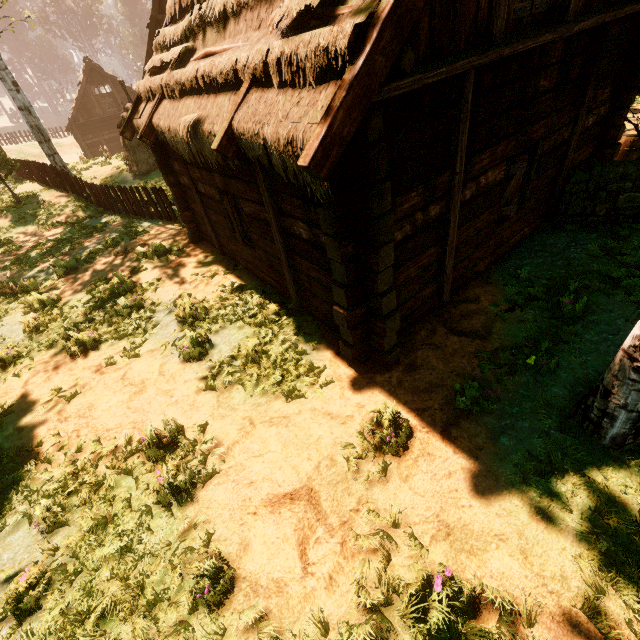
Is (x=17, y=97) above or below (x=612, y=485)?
above

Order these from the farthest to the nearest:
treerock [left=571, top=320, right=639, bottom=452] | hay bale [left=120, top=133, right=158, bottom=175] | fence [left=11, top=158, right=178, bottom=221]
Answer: hay bale [left=120, top=133, right=158, bottom=175] → fence [left=11, top=158, right=178, bottom=221] → treerock [left=571, top=320, right=639, bottom=452]

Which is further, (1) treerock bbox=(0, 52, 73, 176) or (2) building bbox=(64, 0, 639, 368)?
(1) treerock bbox=(0, 52, 73, 176)

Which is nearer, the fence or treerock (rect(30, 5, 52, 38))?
the fence

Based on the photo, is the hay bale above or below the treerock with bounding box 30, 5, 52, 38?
below

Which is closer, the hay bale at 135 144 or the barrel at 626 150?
the barrel at 626 150

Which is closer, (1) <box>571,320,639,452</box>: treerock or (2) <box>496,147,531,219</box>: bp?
(1) <box>571,320,639,452</box>: treerock

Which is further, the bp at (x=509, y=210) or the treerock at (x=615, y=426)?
the bp at (x=509, y=210)
